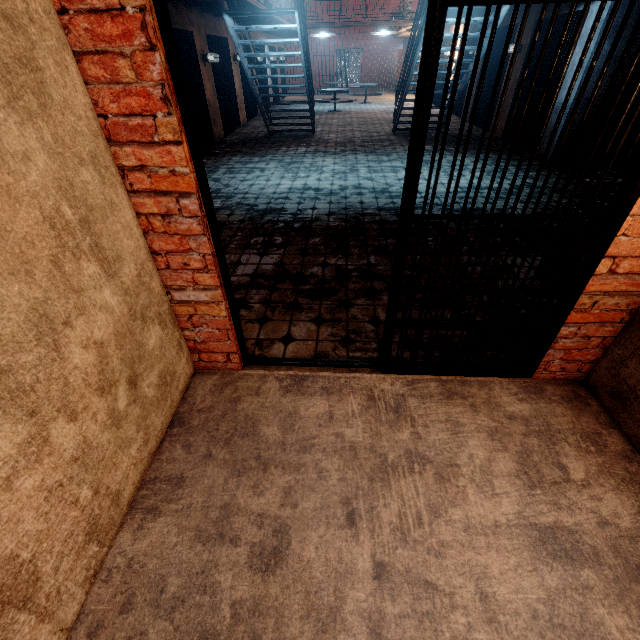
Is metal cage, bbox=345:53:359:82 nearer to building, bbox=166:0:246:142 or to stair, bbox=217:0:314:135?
building, bbox=166:0:246:142

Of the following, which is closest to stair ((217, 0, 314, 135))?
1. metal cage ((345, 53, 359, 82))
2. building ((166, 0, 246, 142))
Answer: building ((166, 0, 246, 142))

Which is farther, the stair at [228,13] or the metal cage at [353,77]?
the metal cage at [353,77]

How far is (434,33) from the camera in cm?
117

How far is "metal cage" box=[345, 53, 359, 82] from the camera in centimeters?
2917cm

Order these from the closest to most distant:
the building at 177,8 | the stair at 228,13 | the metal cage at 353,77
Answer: the stair at 228,13
the building at 177,8
the metal cage at 353,77

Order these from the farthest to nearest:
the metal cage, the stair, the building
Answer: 1. the metal cage
2. the building
3. the stair

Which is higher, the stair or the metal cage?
the stair
